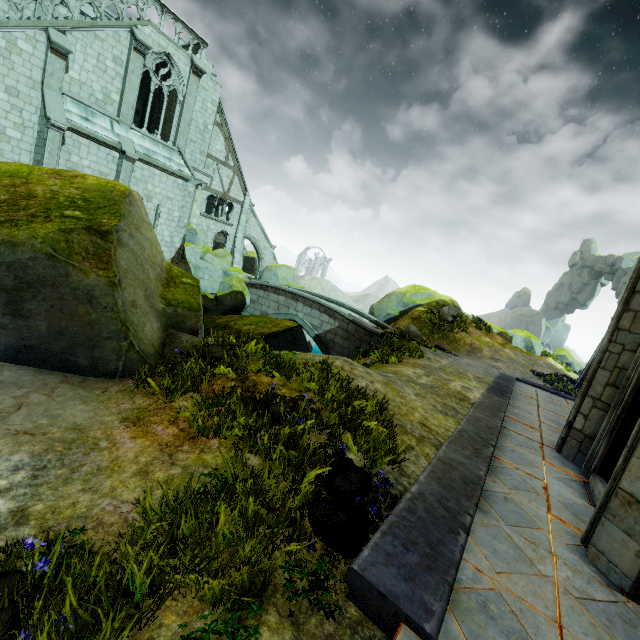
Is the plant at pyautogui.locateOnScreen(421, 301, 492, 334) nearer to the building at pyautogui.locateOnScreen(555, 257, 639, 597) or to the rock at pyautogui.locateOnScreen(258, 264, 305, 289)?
the rock at pyautogui.locateOnScreen(258, 264, 305, 289)

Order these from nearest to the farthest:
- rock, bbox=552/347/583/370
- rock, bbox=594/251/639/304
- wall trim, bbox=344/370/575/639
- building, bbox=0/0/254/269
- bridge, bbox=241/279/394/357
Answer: wall trim, bbox=344/370/575/639 → building, bbox=0/0/254/269 → bridge, bbox=241/279/394/357 → rock, bbox=552/347/583/370 → rock, bbox=594/251/639/304

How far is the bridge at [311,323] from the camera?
18.39m

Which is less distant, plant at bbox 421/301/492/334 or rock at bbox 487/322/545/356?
plant at bbox 421/301/492/334

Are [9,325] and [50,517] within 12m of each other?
yes

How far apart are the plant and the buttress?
18.4m

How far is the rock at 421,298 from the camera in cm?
2384

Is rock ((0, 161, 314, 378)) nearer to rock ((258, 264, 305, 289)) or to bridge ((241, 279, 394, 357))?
bridge ((241, 279, 394, 357))
